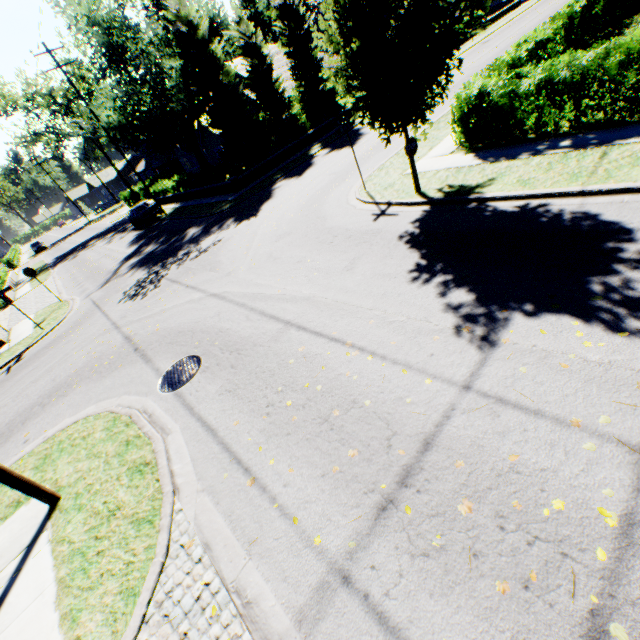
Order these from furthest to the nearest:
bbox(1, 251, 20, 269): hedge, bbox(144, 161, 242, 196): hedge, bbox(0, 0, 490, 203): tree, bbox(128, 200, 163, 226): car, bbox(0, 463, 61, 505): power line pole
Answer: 1. bbox(1, 251, 20, 269): hedge
2. bbox(128, 200, 163, 226): car
3. bbox(144, 161, 242, 196): hedge
4. bbox(0, 0, 490, 203): tree
5. bbox(0, 463, 61, 505): power line pole

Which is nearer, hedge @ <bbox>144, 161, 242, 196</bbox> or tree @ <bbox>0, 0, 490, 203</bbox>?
tree @ <bbox>0, 0, 490, 203</bbox>

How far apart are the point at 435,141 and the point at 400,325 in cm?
1071

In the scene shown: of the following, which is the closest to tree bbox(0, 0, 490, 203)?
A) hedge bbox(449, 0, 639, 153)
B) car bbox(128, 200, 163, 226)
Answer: hedge bbox(449, 0, 639, 153)

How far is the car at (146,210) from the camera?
27.2 meters

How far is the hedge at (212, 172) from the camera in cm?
2267

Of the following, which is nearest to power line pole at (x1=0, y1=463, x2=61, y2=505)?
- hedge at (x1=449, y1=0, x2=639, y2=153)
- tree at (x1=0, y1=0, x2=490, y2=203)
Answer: tree at (x1=0, y1=0, x2=490, y2=203)

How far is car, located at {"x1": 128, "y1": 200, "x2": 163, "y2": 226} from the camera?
27.2m
